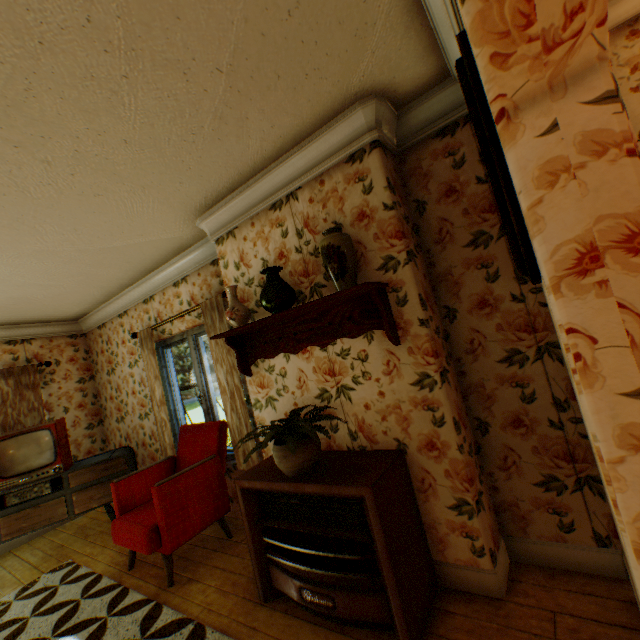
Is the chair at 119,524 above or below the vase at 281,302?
below

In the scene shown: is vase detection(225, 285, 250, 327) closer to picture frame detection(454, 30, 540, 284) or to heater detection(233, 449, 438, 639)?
heater detection(233, 449, 438, 639)

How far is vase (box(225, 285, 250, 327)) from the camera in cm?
272

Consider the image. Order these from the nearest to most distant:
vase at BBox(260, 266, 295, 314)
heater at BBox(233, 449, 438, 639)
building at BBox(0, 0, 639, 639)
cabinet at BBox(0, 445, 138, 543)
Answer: building at BBox(0, 0, 639, 639), heater at BBox(233, 449, 438, 639), vase at BBox(260, 266, 295, 314), cabinet at BBox(0, 445, 138, 543)

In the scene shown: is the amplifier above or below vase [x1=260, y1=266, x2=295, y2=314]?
below

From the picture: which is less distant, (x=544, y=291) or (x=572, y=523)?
(x=544, y=291)

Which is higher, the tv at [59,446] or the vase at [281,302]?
the vase at [281,302]

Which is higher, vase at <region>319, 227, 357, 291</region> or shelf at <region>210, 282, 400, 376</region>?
vase at <region>319, 227, 357, 291</region>
